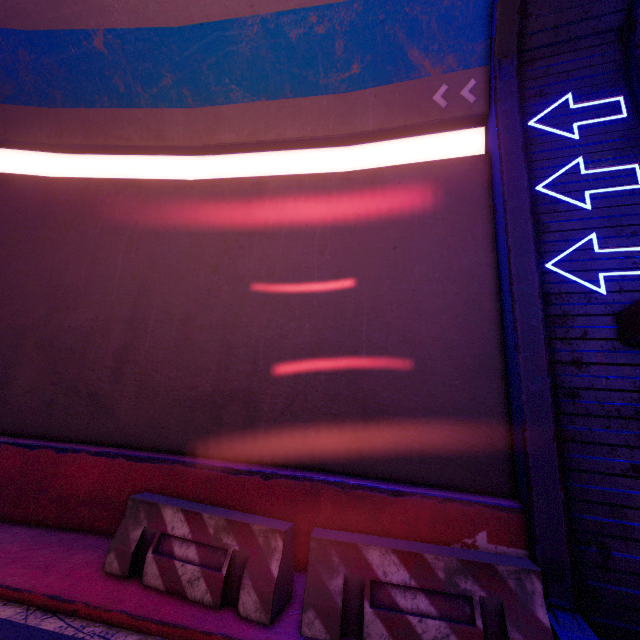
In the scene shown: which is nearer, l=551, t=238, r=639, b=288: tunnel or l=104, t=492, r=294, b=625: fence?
l=104, t=492, r=294, b=625: fence

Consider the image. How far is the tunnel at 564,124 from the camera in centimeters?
548cm

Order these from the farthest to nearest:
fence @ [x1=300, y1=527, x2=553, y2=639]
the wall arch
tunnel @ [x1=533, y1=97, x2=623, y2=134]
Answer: tunnel @ [x1=533, y1=97, x2=623, y2=134], the wall arch, fence @ [x1=300, y1=527, x2=553, y2=639]

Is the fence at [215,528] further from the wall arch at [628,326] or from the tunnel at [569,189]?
the wall arch at [628,326]

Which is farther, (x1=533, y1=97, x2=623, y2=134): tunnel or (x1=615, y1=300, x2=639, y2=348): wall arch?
(x1=533, y1=97, x2=623, y2=134): tunnel

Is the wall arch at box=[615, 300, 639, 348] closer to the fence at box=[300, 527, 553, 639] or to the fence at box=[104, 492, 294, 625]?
the fence at box=[300, 527, 553, 639]

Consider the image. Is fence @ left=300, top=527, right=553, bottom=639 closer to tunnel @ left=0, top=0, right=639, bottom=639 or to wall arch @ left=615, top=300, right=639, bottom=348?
tunnel @ left=0, top=0, right=639, bottom=639

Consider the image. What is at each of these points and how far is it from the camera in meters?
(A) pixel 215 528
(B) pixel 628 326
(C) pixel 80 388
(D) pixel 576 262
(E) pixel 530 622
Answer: (A) fence, 4.1
(B) wall arch, 4.3
(C) tunnel, 6.8
(D) tunnel, 4.9
(E) fence, 3.2
